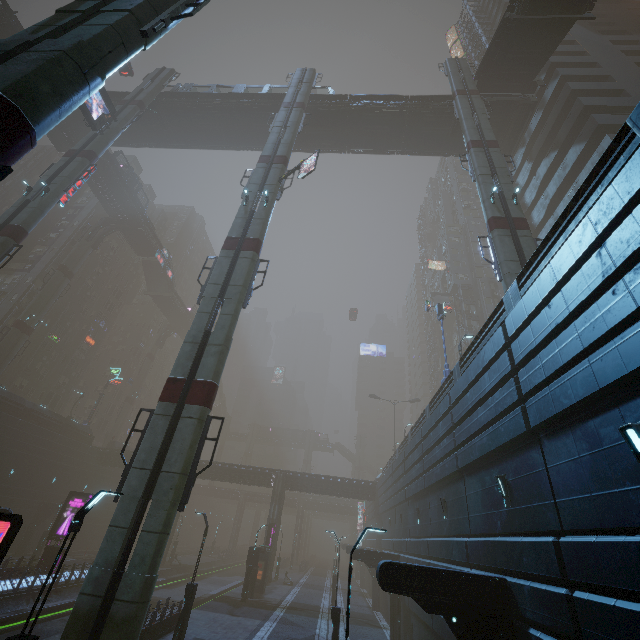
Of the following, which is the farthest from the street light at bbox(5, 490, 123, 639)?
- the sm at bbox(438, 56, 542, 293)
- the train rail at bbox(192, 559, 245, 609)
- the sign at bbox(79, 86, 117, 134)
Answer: the sign at bbox(79, 86, 117, 134)

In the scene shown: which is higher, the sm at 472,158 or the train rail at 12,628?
the sm at 472,158

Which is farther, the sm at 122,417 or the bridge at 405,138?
the sm at 122,417

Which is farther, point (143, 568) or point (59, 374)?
point (59, 374)

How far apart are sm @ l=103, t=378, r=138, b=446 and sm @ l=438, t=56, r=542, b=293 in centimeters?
6109cm

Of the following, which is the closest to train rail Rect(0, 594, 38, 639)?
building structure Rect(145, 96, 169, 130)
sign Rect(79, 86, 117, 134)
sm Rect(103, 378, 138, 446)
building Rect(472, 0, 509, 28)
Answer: building Rect(472, 0, 509, 28)

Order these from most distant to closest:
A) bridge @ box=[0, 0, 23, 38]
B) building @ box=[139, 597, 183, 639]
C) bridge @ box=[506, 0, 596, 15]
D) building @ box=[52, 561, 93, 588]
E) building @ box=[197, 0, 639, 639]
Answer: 1. bridge @ box=[0, 0, 23, 38]
2. building @ box=[52, 561, 93, 588]
3. bridge @ box=[506, 0, 596, 15]
4. building @ box=[139, 597, 183, 639]
5. building @ box=[197, 0, 639, 639]

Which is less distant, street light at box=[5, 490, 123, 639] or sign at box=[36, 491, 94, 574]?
street light at box=[5, 490, 123, 639]
